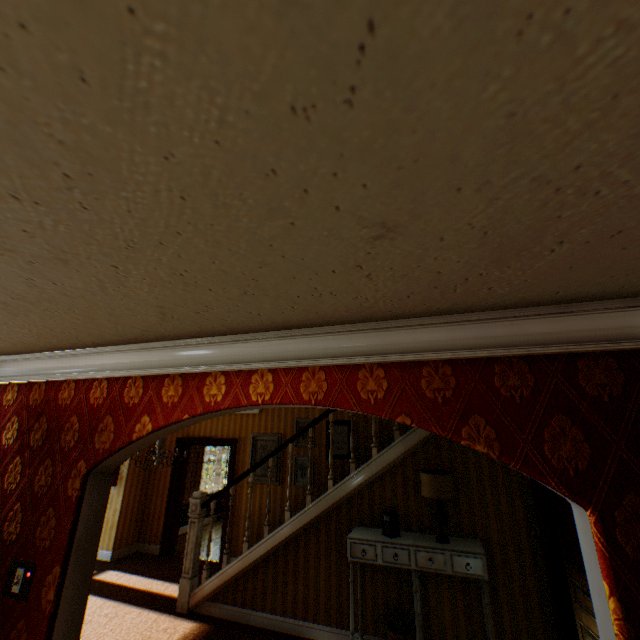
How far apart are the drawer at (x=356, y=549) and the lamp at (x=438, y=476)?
0.7m

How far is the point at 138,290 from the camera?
1.46m

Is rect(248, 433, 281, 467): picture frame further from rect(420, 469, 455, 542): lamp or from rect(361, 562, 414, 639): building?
rect(420, 469, 455, 542): lamp

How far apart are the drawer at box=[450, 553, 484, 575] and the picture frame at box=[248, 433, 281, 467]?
3.9 meters

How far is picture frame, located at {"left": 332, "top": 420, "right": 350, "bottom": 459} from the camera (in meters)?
6.43

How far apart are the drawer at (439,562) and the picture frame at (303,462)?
2.78m

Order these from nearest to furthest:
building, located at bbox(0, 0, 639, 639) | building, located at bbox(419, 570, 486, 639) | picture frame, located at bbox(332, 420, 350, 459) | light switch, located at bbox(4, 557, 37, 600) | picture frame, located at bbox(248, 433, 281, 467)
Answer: building, located at bbox(0, 0, 639, 639)
light switch, located at bbox(4, 557, 37, 600)
building, located at bbox(419, 570, 486, 639)
picture frame, located at bbox(332, 420, 350, 459)
picture frame, located at bbox(248, 433, 281, 467)

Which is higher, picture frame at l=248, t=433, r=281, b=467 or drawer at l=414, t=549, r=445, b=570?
picture frame at l=248, t=433, r=281, b=467
